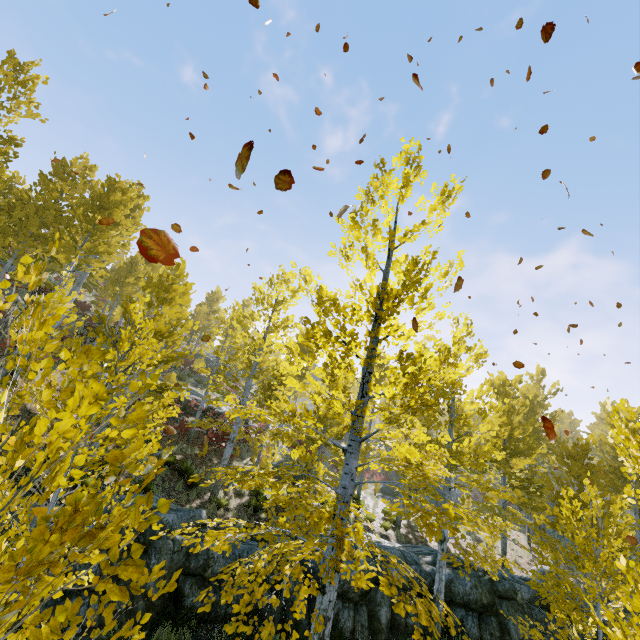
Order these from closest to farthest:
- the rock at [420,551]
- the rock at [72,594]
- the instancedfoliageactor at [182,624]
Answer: the instancedfoliageactor at [182,624] < the rock at [72,594] < the rock at [420,551]

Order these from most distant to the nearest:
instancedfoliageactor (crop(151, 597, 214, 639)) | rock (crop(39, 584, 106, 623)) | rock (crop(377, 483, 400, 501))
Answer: rock (crop(377, 483, 400, 501)), rock (crop(39, 584, 106, 623)), instancedfoliageactor (crop(151, 597, 214, 639))

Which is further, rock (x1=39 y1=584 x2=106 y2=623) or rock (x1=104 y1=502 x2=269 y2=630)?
rock (x1=104 y1=502 x2=269 y2=630)

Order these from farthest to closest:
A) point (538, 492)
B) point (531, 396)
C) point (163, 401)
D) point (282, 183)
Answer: point (531, 396), point (538, 492), point (163, 401), point (282, 183)

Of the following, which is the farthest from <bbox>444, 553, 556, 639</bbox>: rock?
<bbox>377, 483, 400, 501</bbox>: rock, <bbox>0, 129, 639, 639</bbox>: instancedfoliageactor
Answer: <bbox>377, 483, 400, 501</bbox>: rock

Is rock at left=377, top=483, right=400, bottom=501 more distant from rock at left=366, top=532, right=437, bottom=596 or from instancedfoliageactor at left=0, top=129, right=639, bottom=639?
rock at left=366, top=532, right=437, bottom=596

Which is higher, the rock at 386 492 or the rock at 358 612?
the rock at 386 492
